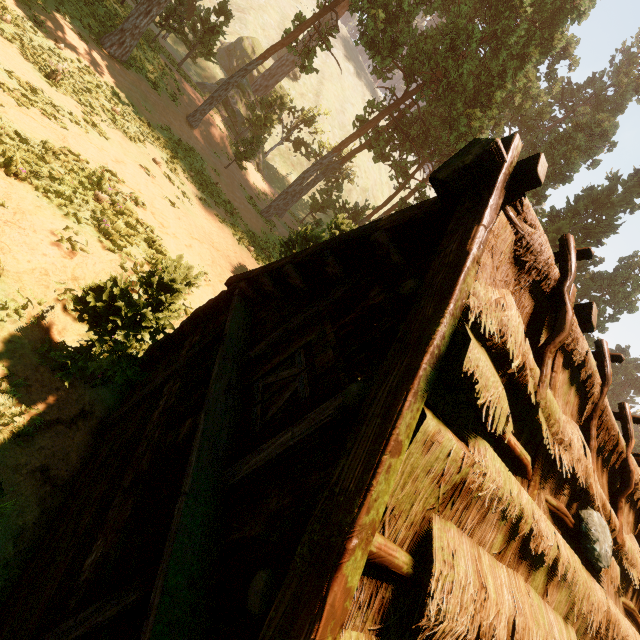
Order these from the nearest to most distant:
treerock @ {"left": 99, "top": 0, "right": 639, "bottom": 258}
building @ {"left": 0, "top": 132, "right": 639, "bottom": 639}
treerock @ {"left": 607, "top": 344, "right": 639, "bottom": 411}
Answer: building @ {"left": 0, "top": 132, "right": 639, "bottom": 639} → treerock @ {"left": 99, "top": 0, "right": 639, "bottom": 258} → treerock @ {"left": 607, "top": 344, "right": 639, "bottom": 411}

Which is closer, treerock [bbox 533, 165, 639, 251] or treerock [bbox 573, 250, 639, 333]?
treerock [bbox 533, 165, 639, 251]

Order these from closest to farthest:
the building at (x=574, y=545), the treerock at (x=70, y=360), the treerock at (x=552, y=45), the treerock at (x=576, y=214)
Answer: the building at (x=574, y=545), the treerock at (x=70, y=360), the treerock at (x=552, y=45), the treerock at (x=576, y=214)

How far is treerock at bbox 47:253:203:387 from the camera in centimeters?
563cm

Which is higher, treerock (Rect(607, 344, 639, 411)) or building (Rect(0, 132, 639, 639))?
treerock (Rect(607, 344, 639, 411))

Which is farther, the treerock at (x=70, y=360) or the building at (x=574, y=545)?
the treerock at (x=70, y=360)

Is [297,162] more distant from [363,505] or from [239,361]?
[363,505]

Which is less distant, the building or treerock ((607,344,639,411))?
the building
